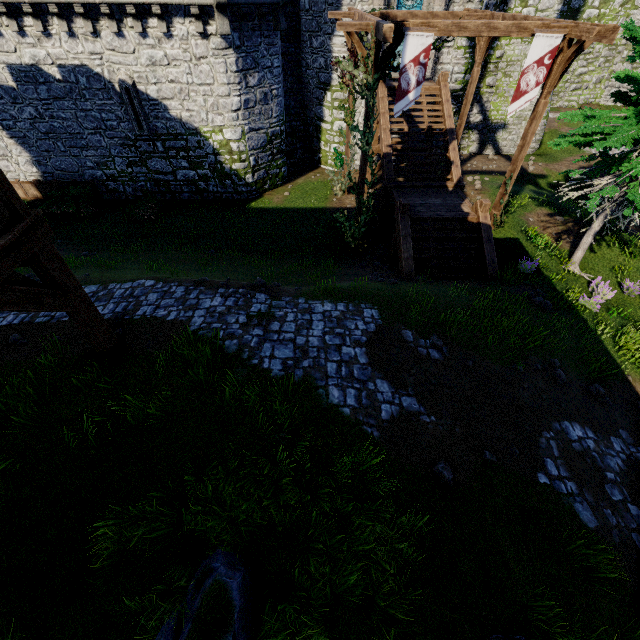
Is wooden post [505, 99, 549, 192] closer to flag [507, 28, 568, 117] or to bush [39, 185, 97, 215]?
flag [507, 28, 568, 117]

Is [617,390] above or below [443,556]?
below

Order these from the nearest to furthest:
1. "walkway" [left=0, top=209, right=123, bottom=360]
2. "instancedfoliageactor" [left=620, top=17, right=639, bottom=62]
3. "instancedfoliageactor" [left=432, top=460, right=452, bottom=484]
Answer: "walkway" [left=0, top=209, right=123, bottom=360] < "instancedfoliageactor" [left=432, top=460, right=452, bottom=484] < "instancedfoliageactor" [left=620, top=17, right=639, bottom=62]

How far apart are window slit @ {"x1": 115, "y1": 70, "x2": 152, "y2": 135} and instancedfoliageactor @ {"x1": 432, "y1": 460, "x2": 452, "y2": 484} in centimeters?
1886cm

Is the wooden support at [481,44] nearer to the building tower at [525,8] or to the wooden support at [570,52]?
the wooden support at [570,52]

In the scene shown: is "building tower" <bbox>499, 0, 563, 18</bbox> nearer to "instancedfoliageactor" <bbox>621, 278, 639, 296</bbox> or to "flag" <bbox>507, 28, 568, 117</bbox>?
"instancedfoliageactor" <bbox>621, 278, 639, 296</bbox>

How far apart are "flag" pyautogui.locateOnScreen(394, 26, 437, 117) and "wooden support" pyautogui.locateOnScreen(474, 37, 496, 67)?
6.70m

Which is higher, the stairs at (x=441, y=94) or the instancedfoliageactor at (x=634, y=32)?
the instancedfoliageactor at (x=634, y=32)
